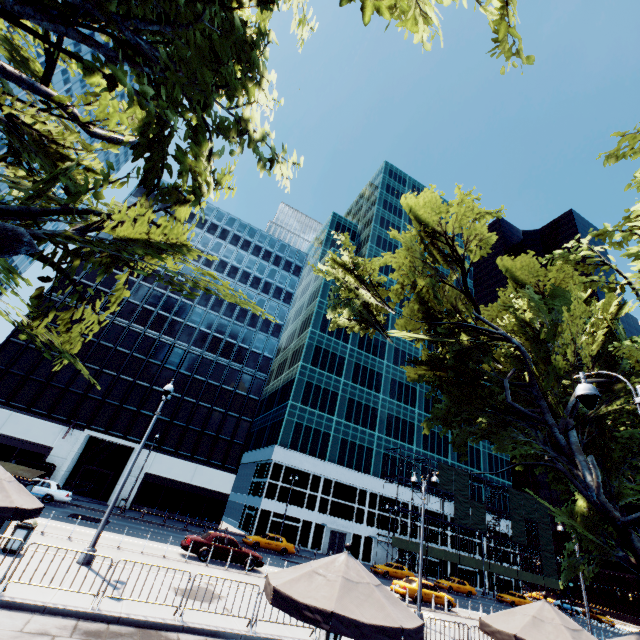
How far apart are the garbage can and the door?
40.08m

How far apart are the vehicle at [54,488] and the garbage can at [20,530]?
18.3 meters

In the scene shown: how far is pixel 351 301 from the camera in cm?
2125

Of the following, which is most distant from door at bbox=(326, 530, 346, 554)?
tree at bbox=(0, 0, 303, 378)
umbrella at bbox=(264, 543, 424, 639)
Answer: umbrella at bbox=(264, 543, 424, 639)

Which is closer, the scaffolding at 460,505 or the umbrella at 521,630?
the umbrella at 521,630

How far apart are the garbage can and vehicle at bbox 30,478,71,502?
18.29m

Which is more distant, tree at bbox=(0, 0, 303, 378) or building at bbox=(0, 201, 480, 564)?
building at bbox=(0, 201, 480, 564)

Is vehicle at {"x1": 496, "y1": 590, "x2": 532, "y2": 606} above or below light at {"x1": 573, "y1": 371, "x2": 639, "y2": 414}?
below
